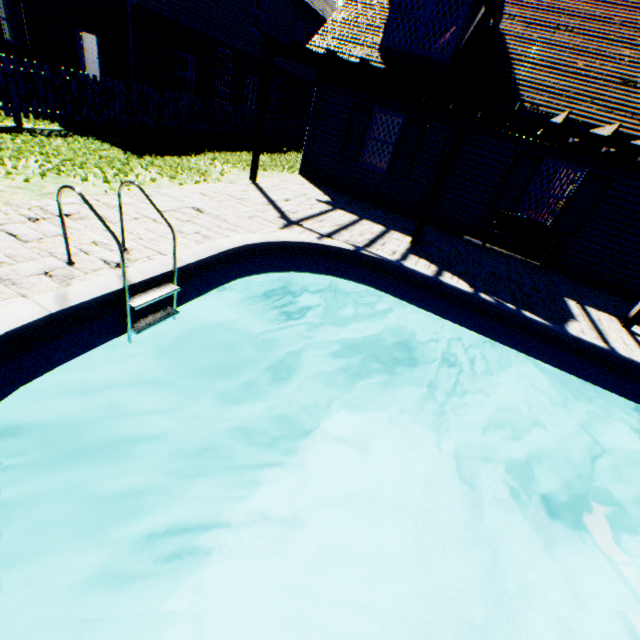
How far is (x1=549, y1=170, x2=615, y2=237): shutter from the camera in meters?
8.3

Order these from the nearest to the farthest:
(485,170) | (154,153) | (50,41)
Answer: (154,153), (485,170), (50,41)

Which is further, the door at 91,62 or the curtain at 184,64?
the door at 91,62

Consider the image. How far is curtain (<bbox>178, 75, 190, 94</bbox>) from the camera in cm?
1487

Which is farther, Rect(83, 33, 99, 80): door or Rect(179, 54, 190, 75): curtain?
→ Rect(83, 33, 99, 80): door

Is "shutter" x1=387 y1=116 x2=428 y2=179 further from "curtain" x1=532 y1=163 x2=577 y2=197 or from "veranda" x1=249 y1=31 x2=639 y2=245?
"curtain" x1=532 y1=163 x2=577 y2=197

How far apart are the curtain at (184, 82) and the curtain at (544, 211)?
15.36m

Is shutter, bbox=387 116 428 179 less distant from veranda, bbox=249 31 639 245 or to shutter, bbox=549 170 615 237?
veranda, bbox=249 31 639 245
